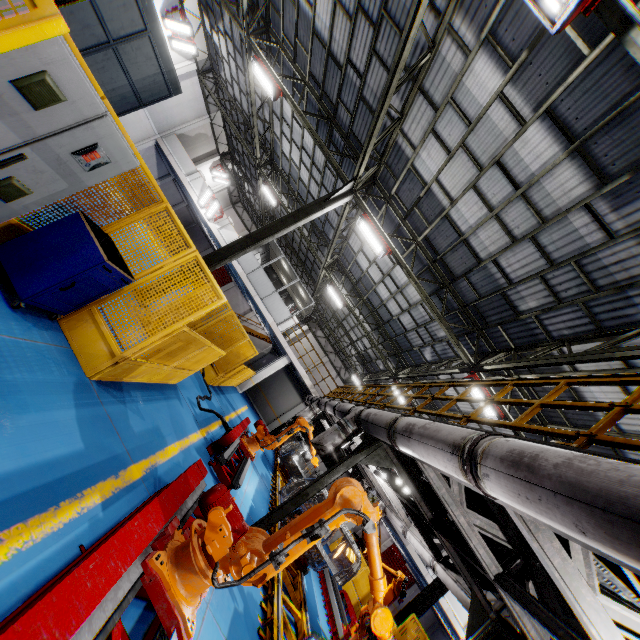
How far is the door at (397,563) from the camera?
29.95m

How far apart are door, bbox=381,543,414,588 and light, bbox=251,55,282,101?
35.7 meters

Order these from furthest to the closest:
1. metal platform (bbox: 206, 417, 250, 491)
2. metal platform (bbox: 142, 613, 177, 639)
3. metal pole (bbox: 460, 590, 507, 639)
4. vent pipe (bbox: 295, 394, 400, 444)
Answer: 1. metal platform (bbox: 206, 417, 250, 491)
2. metal pole (bbox: 460, 590, 507, 639)
3. vent pipe (bbox: 295, 394, 400, 444)
4. metal platform (bbox: 142, 613, 177, 639)

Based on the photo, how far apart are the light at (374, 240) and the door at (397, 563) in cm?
3028

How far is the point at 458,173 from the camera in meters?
8.6

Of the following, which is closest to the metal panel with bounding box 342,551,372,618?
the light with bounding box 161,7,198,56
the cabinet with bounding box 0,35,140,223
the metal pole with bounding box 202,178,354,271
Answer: the cabinet with bounding box 0,35,140,223

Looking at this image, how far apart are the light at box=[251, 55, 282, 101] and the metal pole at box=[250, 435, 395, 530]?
12.5 meters

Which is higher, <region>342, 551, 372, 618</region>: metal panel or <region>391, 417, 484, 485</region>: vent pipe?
<region>391, 417, 484, 485</region>: vent pipe
